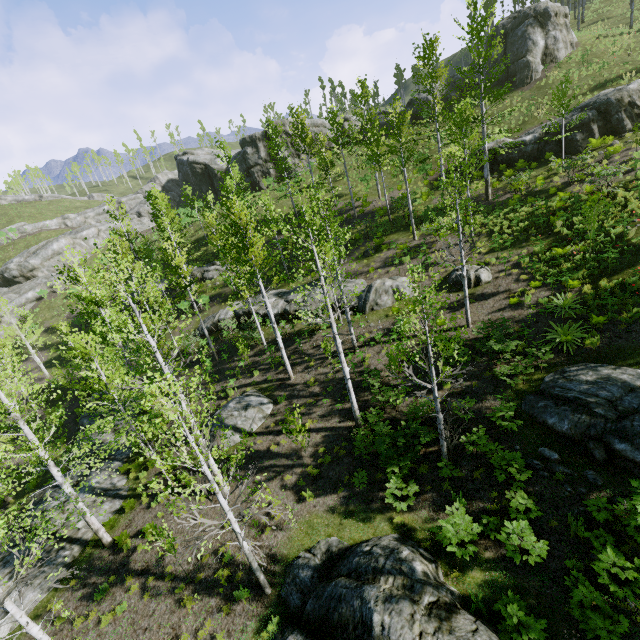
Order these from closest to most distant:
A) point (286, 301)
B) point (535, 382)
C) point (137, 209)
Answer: point (535, 382) < point (286, 301) < point (137, 209)

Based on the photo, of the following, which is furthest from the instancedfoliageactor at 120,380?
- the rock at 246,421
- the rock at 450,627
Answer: the rock at 450,627

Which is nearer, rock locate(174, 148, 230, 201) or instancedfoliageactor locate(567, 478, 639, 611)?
instancedfoliageactor locate(567, 478, 639, 611)

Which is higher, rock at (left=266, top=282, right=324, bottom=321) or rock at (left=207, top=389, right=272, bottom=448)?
rock at (left=266, top=282, right=324, bottom=321)

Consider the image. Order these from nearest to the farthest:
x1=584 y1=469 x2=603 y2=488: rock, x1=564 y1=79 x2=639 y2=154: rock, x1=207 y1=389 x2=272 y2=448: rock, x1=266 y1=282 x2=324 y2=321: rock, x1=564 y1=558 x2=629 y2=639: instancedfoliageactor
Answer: x1=564 y1=558 x2=629 y2=639: instancedfoliageactor < x1=584 y1=469 x2=603 y2=488: rock < x1=207 y1=389 x2=272 y2=448: rock < x1=564 y1=79 x2=639 y2=154: rock < x1=266 y1=282 x2=324 y2=321: rock

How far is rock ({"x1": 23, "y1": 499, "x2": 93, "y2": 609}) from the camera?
12.02m

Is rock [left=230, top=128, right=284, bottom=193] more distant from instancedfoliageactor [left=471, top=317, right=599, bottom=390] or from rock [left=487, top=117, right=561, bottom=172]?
rock [left=487, top=117, right=561, bottom=172]

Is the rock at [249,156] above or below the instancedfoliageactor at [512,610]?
above
